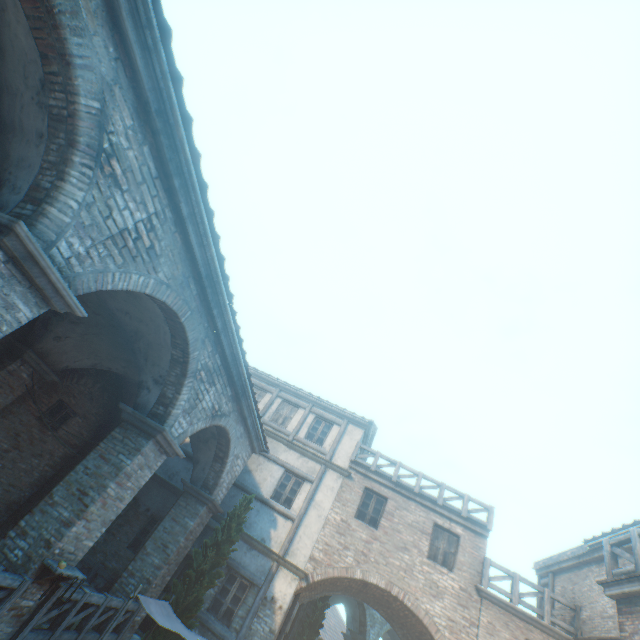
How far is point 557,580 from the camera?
12.7 meters

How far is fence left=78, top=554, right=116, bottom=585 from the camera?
9.7m

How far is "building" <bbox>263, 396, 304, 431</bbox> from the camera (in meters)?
16.12

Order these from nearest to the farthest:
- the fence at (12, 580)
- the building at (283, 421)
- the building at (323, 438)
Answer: the fence at (12, 580)
the building at (323, 438)
the building at (283, 421)

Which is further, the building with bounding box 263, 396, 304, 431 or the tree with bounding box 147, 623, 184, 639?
the building with bounding box 263, 396, 304, 431

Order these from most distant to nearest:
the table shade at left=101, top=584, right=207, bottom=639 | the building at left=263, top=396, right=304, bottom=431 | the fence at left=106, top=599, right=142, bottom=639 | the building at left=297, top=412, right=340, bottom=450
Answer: the building at left=263, top=396, right=304, bottom=431, the building at left=297, top=412, right=340, bottom=450, the fence at left=106, top=599, right=142, bottom=639, the table shade at left=101, top=584, right=207, bottom=639

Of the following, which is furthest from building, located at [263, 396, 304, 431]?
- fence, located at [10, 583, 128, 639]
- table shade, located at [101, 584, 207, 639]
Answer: table shade, located at [101, 584, 207, 639]

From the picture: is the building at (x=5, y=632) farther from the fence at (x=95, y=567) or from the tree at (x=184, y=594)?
the fence at (x=95, y=567)
